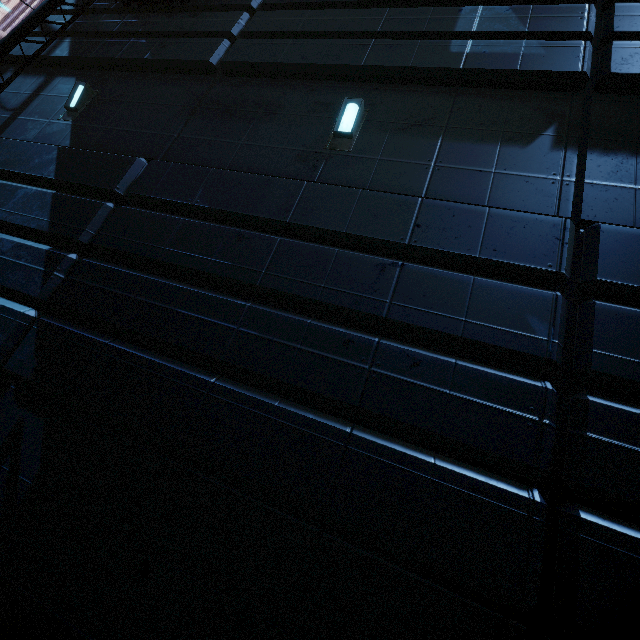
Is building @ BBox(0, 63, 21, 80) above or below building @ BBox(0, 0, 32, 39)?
below

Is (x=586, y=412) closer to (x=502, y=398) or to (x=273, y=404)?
(x=502, y=398)

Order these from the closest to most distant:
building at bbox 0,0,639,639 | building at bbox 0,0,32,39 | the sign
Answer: building at bbox 0,0,639,639 → the sign → building at bbox 0,0,32,39

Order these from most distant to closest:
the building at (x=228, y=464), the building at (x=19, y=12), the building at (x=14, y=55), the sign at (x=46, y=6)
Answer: the building at (x=19, y=12) < the building at (x=14, y=55) < the sign at (x=46, y=6) < the building at (x=228, y=464)

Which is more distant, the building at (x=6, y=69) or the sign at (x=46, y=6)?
the building at (x=6, y=69)

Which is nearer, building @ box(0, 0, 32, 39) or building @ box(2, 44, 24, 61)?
building @ box(2, 44, 24, 61)
